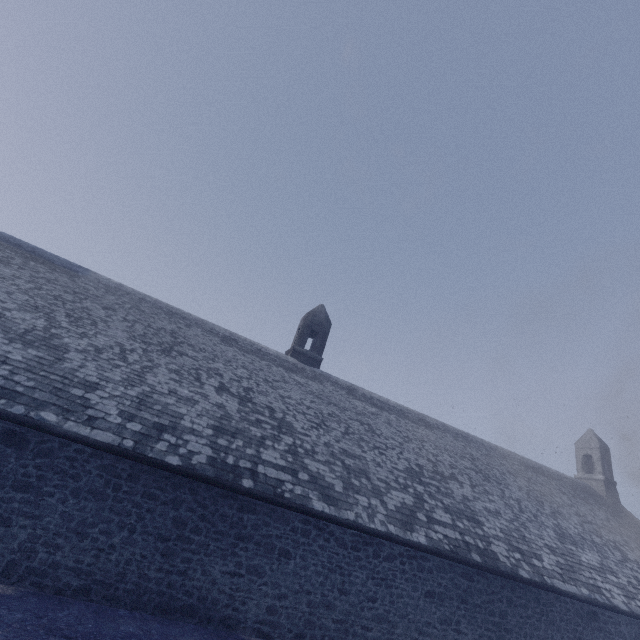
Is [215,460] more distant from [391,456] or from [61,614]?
[391,456]
